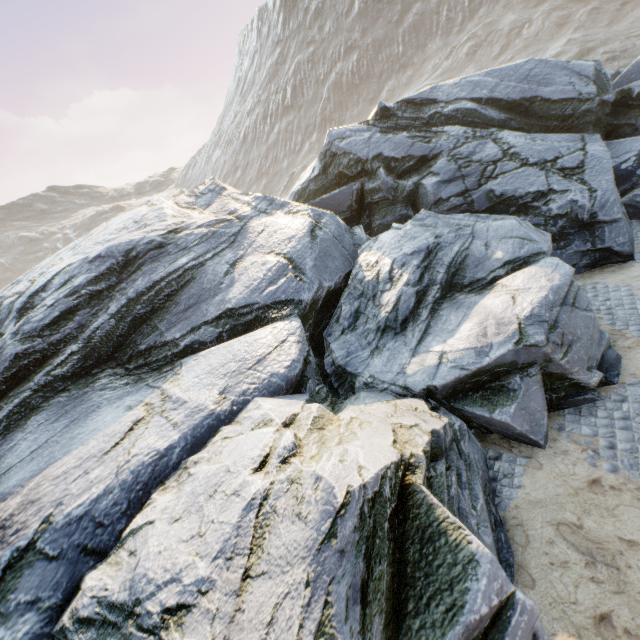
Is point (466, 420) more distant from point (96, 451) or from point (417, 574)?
point (96, 451)
